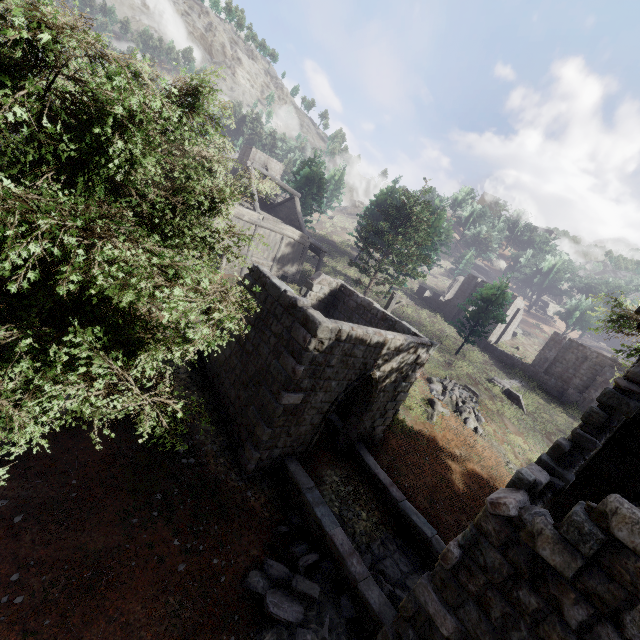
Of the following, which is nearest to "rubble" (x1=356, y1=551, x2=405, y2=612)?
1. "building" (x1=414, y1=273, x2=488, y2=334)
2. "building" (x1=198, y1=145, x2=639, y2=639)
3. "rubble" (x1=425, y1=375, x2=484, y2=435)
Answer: "building" (x1=198, y1=145, x2=639, y2=639)

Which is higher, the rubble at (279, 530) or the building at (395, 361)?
the building at (395, 361)

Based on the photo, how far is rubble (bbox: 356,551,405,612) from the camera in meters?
7.6

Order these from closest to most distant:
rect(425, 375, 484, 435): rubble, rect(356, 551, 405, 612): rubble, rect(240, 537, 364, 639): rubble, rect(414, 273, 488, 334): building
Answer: rect(240, 537, 364, 639): rubble → rect(356, 551, 405, 612): rubble → rect(425, 375, 484, 435): rubble → rect(414, 273, 488, 334): building

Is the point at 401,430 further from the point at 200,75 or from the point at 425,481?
the point at 200,75

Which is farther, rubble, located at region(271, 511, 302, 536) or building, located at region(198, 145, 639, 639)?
rubble, located at region(271, 511, 302, 536)

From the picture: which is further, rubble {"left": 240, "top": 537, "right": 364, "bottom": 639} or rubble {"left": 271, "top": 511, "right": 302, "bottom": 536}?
rubble {"left": 271, "top": 511, "right": 302, "bottom": 536}

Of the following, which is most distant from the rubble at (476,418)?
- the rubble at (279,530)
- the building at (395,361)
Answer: the rubble at (279,530)
